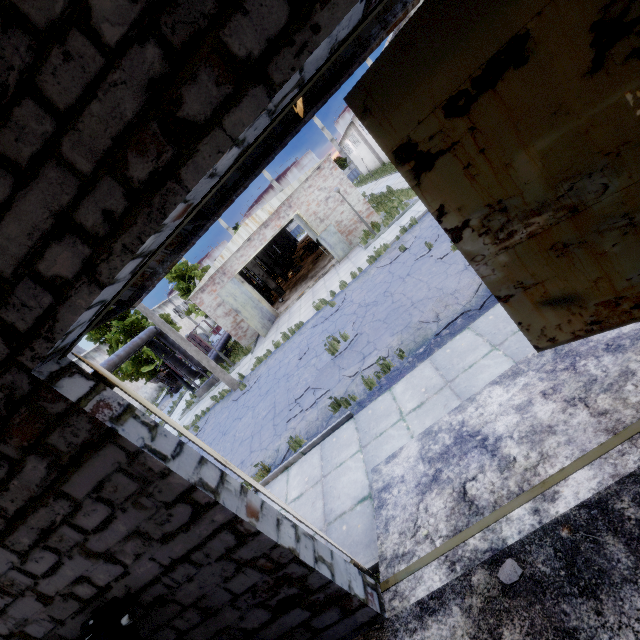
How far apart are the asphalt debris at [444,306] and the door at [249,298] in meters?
13.1

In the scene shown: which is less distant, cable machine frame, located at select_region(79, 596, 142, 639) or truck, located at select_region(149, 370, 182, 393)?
cable machine frame, located at select_region(79, 596, 142, 639)

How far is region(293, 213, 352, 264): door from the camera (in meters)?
18.34

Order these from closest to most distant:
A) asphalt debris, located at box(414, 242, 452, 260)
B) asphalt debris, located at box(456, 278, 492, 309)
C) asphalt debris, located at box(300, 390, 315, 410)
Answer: asphalt debris, located at box(456, 278, 492, 309)
asphalt debris, located at box(300, 390, 315, 410)
asphalt debris, located at box(414, 242, 452, 260)

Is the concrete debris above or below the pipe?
below

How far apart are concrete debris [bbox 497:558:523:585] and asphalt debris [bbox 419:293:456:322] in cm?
442

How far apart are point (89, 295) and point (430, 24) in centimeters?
336cm

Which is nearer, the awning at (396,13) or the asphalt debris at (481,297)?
the awning at (396,13)
